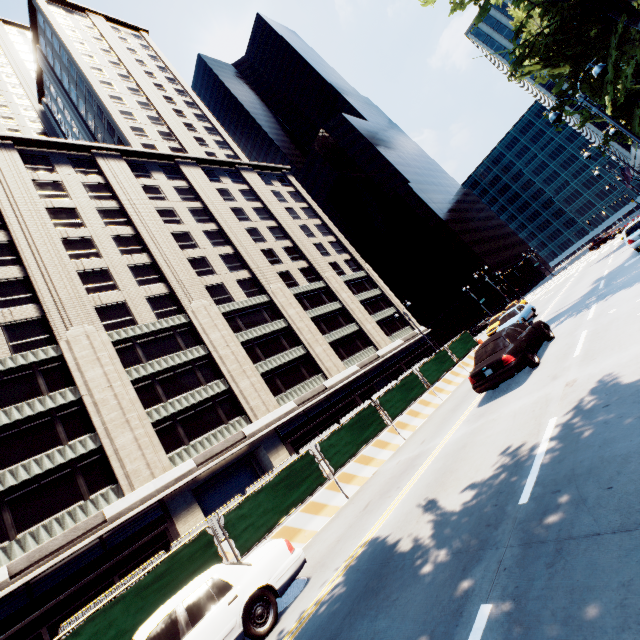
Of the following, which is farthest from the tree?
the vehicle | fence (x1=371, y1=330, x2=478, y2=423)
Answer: fence (x1=371, y1=330, x2=478, y2=423)

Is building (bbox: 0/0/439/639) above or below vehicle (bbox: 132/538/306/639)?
above

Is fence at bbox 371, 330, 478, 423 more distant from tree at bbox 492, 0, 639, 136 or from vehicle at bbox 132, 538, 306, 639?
tree at bbox 492, 0, 639, 136

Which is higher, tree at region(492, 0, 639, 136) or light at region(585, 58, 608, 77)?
tree at region(492, 0, 639, 136)

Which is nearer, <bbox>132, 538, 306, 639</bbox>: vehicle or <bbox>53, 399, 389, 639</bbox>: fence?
<bbox>132, 538, 306, 639</bbox>: vehicle

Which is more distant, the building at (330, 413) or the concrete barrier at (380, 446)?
the building at (330, 413)

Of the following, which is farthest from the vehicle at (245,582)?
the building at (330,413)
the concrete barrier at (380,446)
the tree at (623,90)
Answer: the building at (330,413)

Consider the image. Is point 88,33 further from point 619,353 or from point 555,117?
point 619,353
